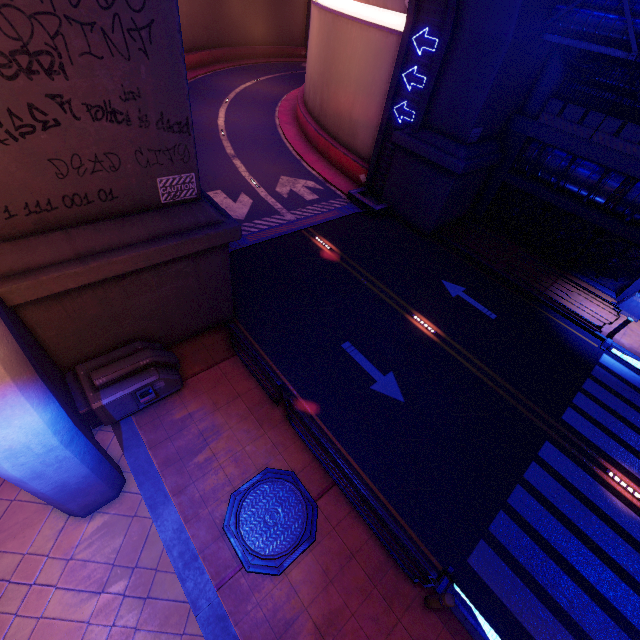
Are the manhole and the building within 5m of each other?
no

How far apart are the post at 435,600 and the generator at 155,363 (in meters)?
7.78

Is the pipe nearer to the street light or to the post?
the street light

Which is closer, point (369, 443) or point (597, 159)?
point (369, 443)

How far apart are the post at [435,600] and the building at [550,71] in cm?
2061

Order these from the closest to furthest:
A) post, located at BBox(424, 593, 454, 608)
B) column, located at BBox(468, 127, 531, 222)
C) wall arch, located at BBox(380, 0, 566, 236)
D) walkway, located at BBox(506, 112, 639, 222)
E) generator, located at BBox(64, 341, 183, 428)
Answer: post, located at BBox(424, 593, 454, 608) → generator, located at BBox(64, 341, 183, 428) → wall arch, located at BBox(380, 0, 566, 236) → walkway, located at BBox(506, 112, 639, 222) → column, located at BBox(468, 127, 531, 222)

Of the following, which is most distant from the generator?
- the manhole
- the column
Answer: the column

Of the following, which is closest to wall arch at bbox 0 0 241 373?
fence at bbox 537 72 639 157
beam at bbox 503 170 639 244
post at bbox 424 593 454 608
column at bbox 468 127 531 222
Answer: column at bbox 468 127 531 222
